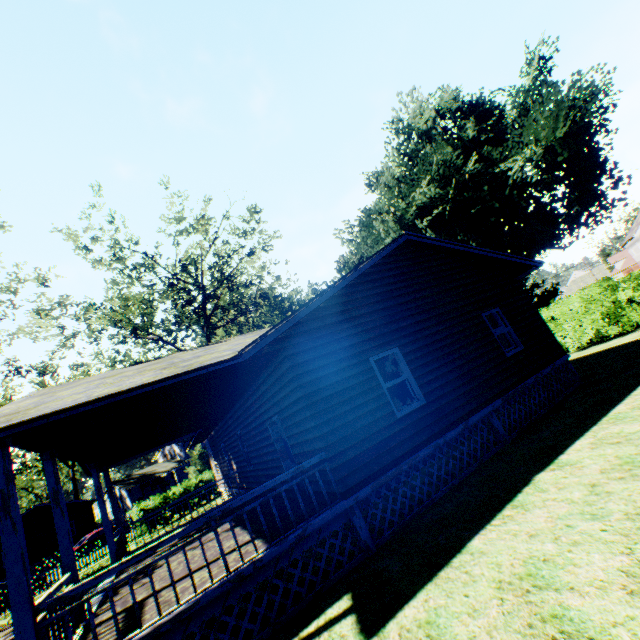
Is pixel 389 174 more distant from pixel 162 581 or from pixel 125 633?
pixel 125 633

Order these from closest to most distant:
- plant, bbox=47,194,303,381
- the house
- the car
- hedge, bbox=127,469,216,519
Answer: the house < plant, bbox=47,194,303,381 < hedge, bbox=127,469,216,519 < the car

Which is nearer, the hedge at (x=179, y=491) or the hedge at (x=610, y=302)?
the hedge at (x=610, y=302)

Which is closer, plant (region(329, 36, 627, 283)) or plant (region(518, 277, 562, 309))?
plant (region(329, 36, 627, 283))

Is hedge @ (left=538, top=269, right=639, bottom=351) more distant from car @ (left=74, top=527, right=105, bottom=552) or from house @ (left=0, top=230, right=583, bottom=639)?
car @ (left=74, top=527, right=105, bottom=552)

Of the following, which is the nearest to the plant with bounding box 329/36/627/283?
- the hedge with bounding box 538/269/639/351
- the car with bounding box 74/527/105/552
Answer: the hedge with bounding box 538/269/639/351

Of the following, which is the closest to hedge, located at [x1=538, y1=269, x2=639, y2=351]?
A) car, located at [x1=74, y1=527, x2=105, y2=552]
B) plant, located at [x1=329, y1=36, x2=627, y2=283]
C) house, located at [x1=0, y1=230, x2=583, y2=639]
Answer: plant, located at [x1=329, y1=36, x2=627, y2=283]

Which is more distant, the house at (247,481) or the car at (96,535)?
the car at (96,535)
